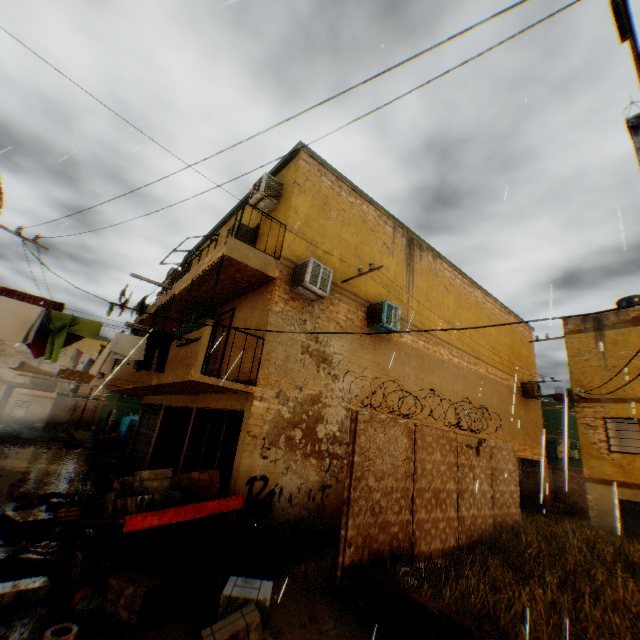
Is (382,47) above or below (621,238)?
above

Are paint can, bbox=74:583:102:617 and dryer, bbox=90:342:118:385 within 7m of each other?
yes

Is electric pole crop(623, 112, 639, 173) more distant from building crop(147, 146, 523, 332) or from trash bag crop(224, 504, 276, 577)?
trash bag crop(224, 504, 276, 577)

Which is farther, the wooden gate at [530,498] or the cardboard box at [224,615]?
the wooden gate at [530,498]

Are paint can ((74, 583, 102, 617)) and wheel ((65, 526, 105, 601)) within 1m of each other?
yes

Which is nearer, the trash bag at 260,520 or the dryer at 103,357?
the trash bag at 260,520

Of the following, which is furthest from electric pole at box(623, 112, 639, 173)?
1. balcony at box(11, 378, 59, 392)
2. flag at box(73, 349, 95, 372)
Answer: flag at box(73, 349, 95, 372)

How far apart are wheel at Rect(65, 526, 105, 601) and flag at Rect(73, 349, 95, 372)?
13.3 meters
